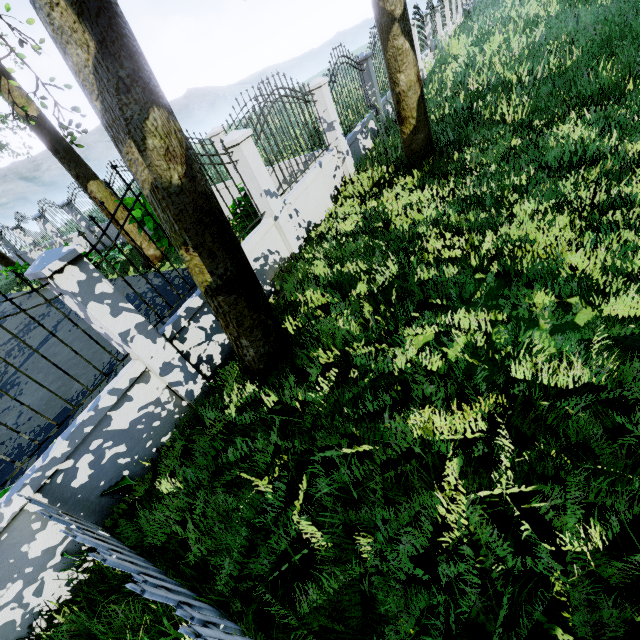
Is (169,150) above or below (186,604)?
above

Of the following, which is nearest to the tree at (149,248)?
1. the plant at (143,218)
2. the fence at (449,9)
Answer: the fence at (449,9)

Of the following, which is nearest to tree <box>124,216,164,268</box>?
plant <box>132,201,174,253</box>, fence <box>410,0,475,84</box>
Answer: fence <box>410,0,475,84</box>

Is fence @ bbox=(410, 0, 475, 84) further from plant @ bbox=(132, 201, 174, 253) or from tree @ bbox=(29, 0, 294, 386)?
plant @ bbox=(132, 201, 174, 253)

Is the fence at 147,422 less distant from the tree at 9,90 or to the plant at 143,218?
the tree at 9,90

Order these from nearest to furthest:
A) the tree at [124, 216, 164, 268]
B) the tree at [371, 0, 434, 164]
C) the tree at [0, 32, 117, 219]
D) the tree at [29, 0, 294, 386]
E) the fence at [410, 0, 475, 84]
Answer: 1. the tree at [29, 0, 294, 386]
2. the tree at [371, 0, 434, 164]
3. the tree at [0, 32, 117, 219]
4. the tree at [124, 216, 164, 268]
5. the fence at [410, 0, 475, 84]
